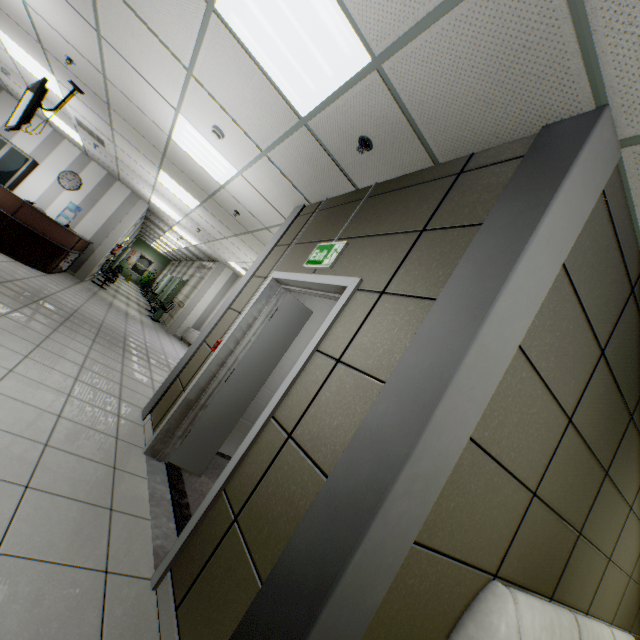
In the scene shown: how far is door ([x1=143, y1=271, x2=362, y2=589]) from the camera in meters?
2.0

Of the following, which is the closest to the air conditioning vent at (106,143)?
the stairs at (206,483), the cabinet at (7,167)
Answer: the cabinet at (7,167)

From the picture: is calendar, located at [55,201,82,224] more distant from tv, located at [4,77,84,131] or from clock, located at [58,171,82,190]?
tv, located at [4,77,84,131]

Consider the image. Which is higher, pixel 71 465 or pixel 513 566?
→ pixel 513 566

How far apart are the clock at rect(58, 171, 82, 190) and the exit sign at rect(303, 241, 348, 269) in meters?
10.6

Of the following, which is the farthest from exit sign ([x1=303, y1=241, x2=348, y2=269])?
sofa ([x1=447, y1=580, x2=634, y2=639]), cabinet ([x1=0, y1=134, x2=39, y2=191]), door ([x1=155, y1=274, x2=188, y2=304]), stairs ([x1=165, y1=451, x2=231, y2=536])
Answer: door ([x1=155, y1=274, x2=188, y2=304])

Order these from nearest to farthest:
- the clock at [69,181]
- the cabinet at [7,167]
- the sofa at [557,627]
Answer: the sofa at [557,627]
the cabinet at [7,167]
the clock at [69,181]

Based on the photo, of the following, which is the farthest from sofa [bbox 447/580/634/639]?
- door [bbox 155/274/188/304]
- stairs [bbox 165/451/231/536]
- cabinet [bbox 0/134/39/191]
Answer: door [bbox 155/274/188/304]
